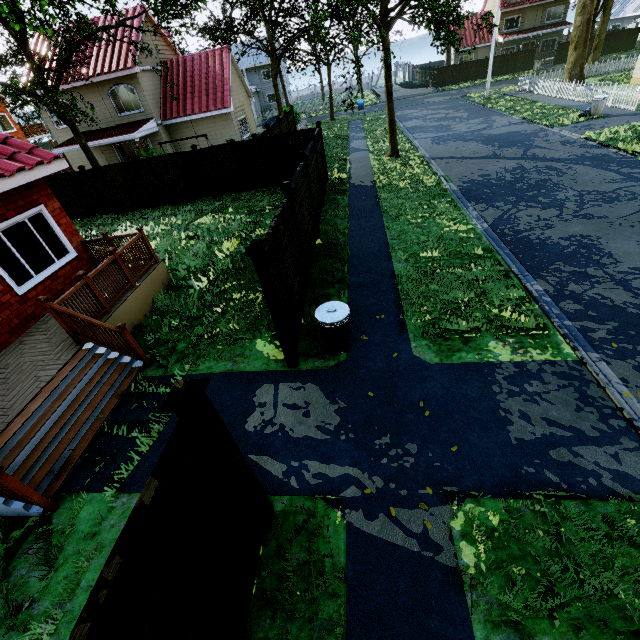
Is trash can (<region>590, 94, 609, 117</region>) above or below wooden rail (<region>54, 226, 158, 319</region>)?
below

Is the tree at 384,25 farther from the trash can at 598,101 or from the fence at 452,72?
the trash can at 598,101

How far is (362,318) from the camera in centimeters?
714cm

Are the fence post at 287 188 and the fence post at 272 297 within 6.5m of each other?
yes

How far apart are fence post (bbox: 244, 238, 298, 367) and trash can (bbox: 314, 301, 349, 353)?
0.5m

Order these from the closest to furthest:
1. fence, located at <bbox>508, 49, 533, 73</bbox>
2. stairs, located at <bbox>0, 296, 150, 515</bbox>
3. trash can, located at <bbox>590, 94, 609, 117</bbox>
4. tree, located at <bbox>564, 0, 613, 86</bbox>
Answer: stairs, located at <bbox>0, 296, 150, 515</bbox>, trash can, located at <bbox>590, 94, 609, 117</bbox>, tree, located at <bbox>564, 0, 613, 86</bbox>, fence, located at <bbox>508, 49, 533, 73</bbox>

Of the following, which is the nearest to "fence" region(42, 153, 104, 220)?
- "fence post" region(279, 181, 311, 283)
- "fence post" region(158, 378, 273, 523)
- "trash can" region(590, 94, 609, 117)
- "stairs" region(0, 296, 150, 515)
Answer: "fence post" region(279, 181, 311, 283)

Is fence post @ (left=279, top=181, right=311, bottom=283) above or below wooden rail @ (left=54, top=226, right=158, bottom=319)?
above
